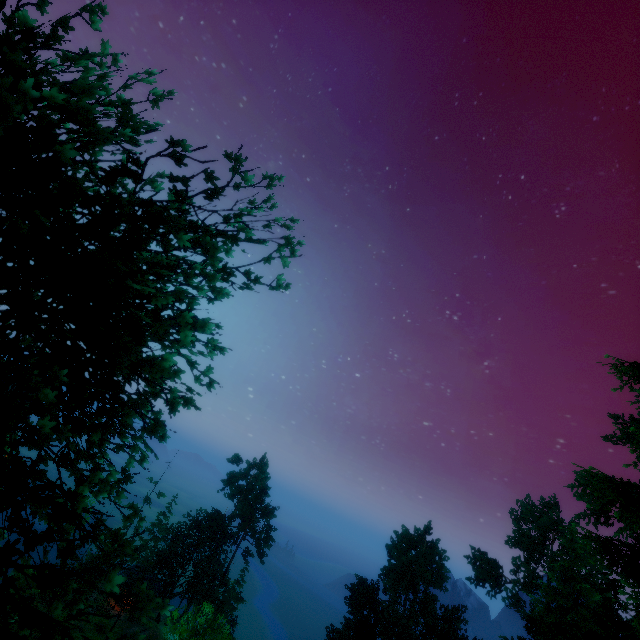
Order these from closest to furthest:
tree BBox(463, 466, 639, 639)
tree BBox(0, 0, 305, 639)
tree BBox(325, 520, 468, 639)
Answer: tree BBox(0, 0, 305, 639)
tree BBox(463, 466, 639, 639)
tree BBox(325, 520, 468, 639)

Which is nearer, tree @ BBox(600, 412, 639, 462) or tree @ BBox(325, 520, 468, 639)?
tree @ BBox(600, 412, 639, 462)

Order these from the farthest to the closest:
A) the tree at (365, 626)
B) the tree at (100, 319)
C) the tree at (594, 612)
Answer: the tree at (365, 626) → the tree at (594, 612) → the tree at (100, 319)

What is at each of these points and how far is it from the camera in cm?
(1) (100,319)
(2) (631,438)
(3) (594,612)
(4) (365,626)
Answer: (1) tree, 723
(2) tree, 2050
(3) tree, 2359
(4) tree, 3888

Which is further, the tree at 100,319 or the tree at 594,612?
the tree at 594,612
